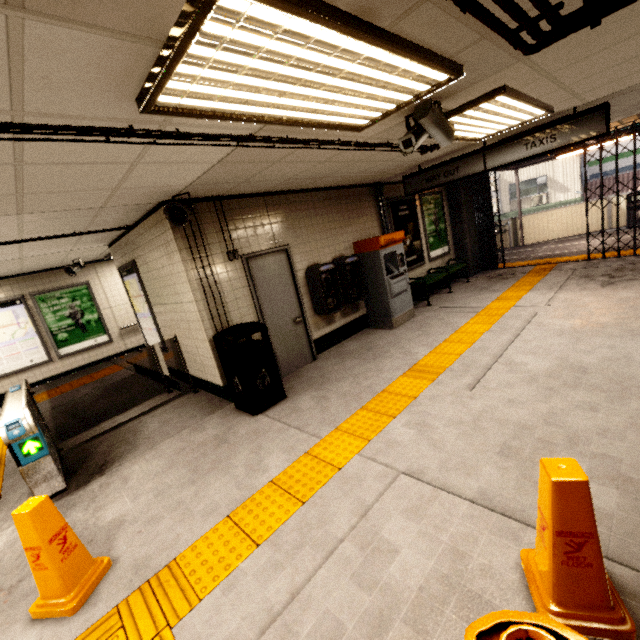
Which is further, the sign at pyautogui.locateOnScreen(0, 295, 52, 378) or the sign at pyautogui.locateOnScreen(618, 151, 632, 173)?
the sign at pyautogui.locateOnScreen(618, 151, 632, 173)

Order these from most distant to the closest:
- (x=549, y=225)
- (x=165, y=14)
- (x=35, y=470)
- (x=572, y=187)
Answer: (x=572, y=187)
(x=549, y=225)
(x=35, y=470)
(x=165, y=14)

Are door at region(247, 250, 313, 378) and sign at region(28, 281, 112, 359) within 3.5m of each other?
no

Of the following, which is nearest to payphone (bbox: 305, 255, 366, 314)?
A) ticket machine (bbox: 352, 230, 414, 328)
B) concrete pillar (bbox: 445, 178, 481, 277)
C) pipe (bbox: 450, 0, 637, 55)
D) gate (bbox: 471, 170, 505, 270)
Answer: ticket machine (bbox: 352, 230, 414, 328)

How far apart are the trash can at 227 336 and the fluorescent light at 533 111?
2.9 meters

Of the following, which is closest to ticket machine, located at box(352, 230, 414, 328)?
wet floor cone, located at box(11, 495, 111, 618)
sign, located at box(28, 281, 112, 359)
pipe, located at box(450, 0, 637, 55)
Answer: pipe, located at box(450, 0, 637, 55)

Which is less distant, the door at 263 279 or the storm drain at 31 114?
the storm drain at 31 114

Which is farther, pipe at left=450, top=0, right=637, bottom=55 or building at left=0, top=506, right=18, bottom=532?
building at left=0, top=506, right=18, bottom=532
